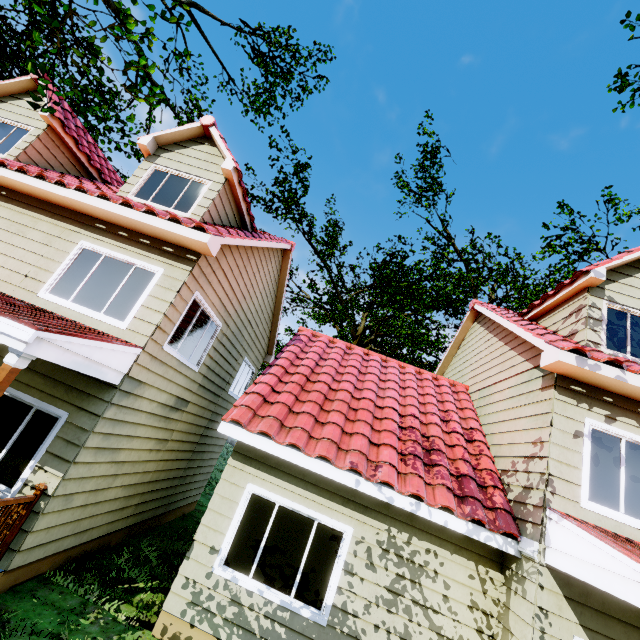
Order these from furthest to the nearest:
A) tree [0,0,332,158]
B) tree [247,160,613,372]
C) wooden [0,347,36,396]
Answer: tree [247,160,613,372], tree [0,0,332,158], wooden [0,347,36,396]

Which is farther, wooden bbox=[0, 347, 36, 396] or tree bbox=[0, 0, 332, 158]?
tree bbox=[0, 0, 332, 158]

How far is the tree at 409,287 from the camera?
16.5m

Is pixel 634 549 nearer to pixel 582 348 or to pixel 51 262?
pixel 582 348

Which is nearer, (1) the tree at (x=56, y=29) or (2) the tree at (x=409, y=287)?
(1) the tree at (x=56, y=29)

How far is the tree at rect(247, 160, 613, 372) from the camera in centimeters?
1650cm

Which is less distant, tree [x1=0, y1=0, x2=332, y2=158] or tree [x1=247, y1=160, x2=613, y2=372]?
tree [x1=0, y1=0, x2=332, y2=158]
